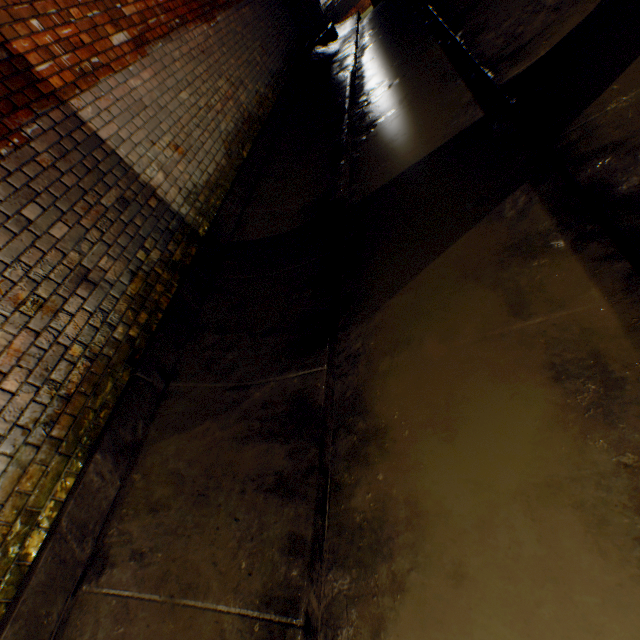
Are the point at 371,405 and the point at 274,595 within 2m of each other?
yes
